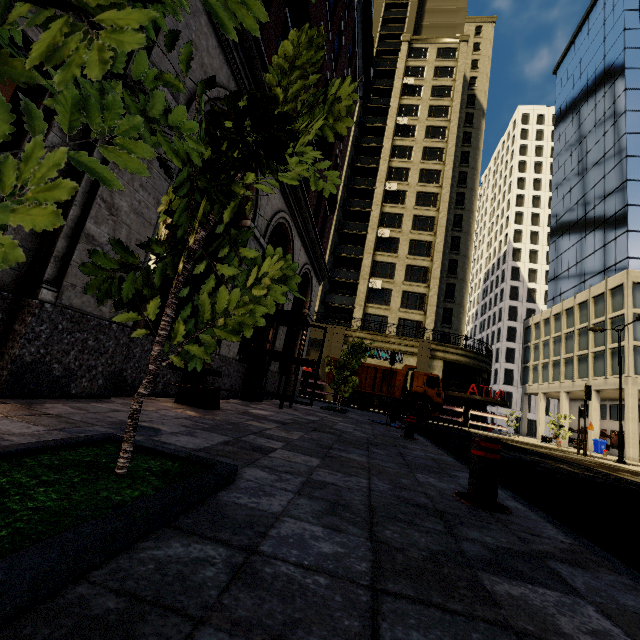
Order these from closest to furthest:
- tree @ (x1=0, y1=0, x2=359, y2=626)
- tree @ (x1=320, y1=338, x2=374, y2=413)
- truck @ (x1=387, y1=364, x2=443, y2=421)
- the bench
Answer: tree @ (x1=0, y1=0, x2=359, y2=626), the bench, tree @ (x1=320, y1=338, x2=374, y2=413), truck @ (x1=387, y1=364, x2=443, y2=421)

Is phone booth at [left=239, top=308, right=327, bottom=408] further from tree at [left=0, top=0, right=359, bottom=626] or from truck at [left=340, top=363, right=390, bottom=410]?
truck at [left=340, top=363, right=390, bottom=410]

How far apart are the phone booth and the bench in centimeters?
244cm

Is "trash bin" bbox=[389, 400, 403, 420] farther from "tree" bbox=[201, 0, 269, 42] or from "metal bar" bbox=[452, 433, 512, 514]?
"metal bar" bbox=[452, 433, 512, 514]

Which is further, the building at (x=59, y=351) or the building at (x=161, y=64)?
the building at (x=161, y=64)

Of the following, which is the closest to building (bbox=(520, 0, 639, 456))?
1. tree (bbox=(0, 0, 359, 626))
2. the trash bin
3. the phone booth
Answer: the phone booth

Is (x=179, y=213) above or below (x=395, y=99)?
below

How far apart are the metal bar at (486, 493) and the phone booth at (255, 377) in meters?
6.2 m
